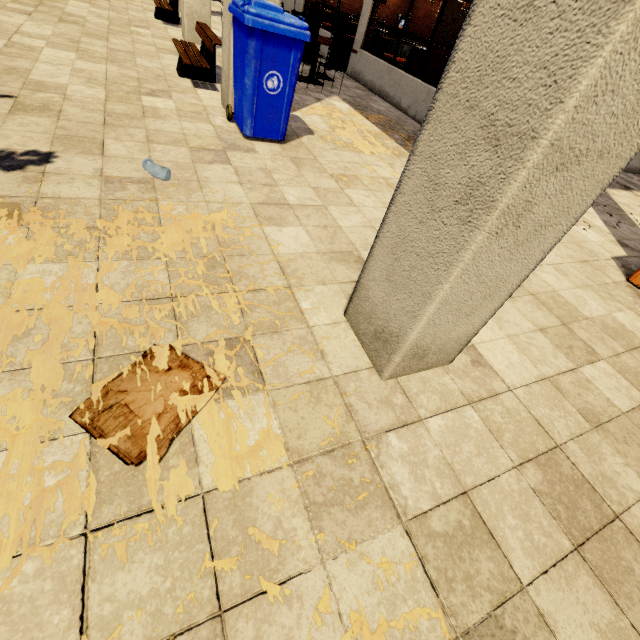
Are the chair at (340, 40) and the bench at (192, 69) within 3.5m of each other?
yes

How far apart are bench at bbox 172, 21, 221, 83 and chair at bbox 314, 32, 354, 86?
2.5m

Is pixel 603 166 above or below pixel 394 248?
above

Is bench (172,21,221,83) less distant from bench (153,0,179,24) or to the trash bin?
the trash bin

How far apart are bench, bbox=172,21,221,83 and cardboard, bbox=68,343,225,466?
5.4m

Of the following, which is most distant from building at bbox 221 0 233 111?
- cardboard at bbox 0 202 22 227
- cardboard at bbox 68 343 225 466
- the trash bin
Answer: cardboard at bbox 0 202 22 227

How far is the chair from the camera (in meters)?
6.73

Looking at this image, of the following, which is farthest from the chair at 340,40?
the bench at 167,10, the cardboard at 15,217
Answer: the cardboard at 15,217
